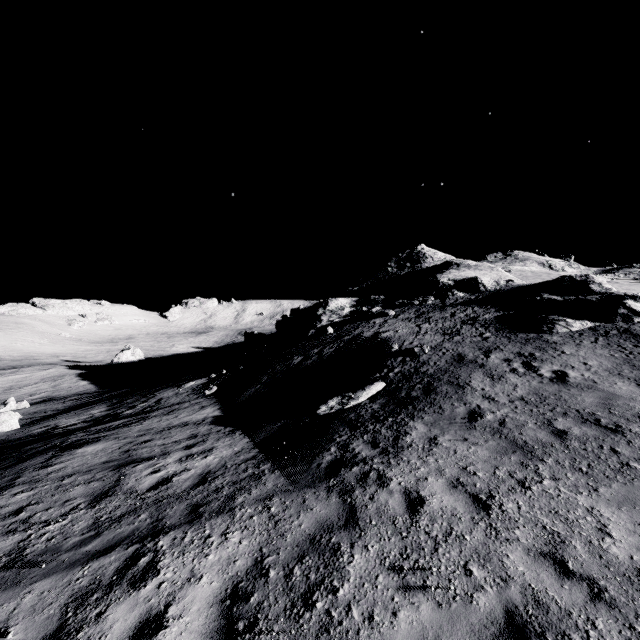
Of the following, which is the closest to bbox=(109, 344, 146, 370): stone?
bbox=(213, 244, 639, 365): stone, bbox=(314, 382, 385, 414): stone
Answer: bbox=(213, 244, 639, 365): stone

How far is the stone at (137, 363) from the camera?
47.0m

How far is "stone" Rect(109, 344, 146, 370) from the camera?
47.0 meters

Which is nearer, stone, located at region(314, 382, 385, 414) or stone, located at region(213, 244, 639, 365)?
stone, located at region(314, 382, 385, 414)

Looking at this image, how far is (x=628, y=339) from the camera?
13.16m

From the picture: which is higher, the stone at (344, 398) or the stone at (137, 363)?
the stone at (344, 398)
